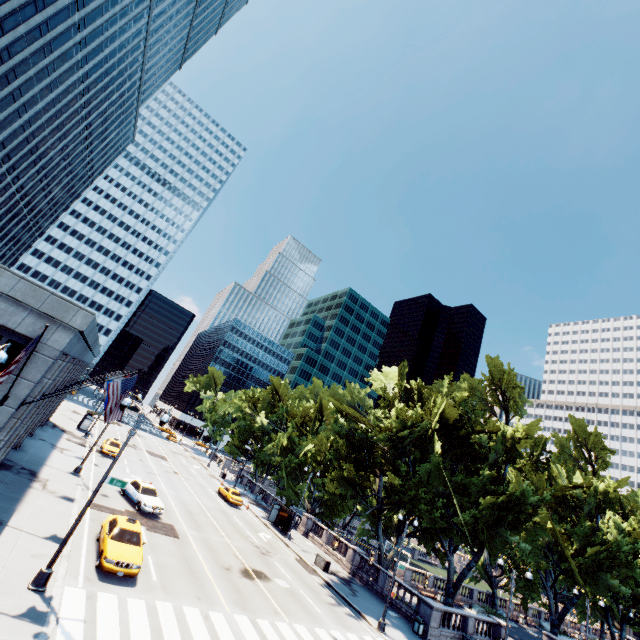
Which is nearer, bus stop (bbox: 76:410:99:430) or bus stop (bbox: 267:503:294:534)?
bus stop (bbox: 267:503:294:534)

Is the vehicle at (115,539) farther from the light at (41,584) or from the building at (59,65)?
the building at (59,65)

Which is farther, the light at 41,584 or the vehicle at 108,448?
the vehicle at 108,448

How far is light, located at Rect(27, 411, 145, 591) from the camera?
12.1m

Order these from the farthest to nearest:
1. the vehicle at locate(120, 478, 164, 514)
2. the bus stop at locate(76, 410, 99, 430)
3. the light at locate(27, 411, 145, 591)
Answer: the bus stop at locate(76, 410, 99, 430) < the vehicle at locate(120, 478, 164, 514) < the light at locate(27, 411, 145, 591)

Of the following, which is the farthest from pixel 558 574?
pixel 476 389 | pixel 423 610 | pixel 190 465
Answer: pixel 190 465

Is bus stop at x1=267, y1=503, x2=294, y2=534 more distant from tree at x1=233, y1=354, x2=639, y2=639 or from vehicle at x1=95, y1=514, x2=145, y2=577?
vehicle at x1=95, y1=514, x2=145, y2=577

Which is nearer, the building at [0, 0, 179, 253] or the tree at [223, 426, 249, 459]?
the building at [0, 0, 179, 253]
